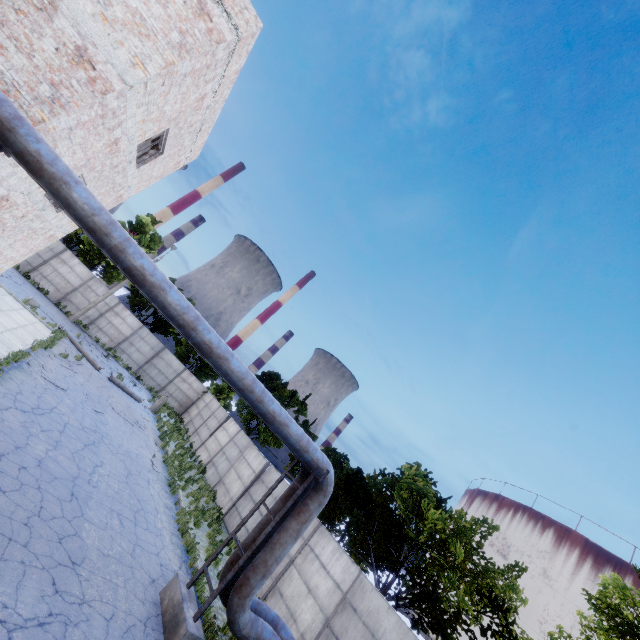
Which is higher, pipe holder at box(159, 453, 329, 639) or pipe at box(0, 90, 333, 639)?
pipe at box(0, 90, 333, 639)

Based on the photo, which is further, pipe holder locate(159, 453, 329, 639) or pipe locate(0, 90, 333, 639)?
pipe holder locate(159, 453, 329, 639)

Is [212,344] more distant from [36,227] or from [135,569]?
[36,227]

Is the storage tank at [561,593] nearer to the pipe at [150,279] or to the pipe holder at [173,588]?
the pipe at [150,279]

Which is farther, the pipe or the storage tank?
the storage tank

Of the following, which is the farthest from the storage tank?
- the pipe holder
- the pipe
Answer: the pipe holder

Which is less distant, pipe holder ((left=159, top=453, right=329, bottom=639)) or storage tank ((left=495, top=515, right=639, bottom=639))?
pipe holder ((left=159, top=453, right=329, bottom=639))

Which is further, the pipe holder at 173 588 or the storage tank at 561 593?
the storage tank at 561 593
